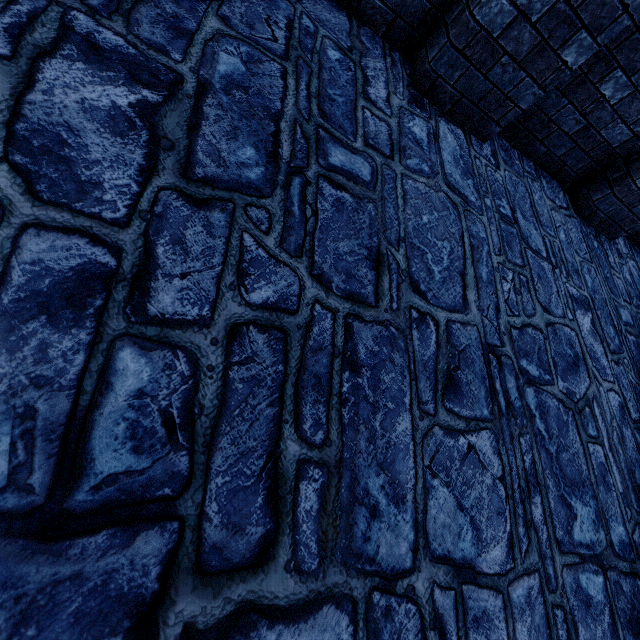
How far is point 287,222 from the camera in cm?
149
